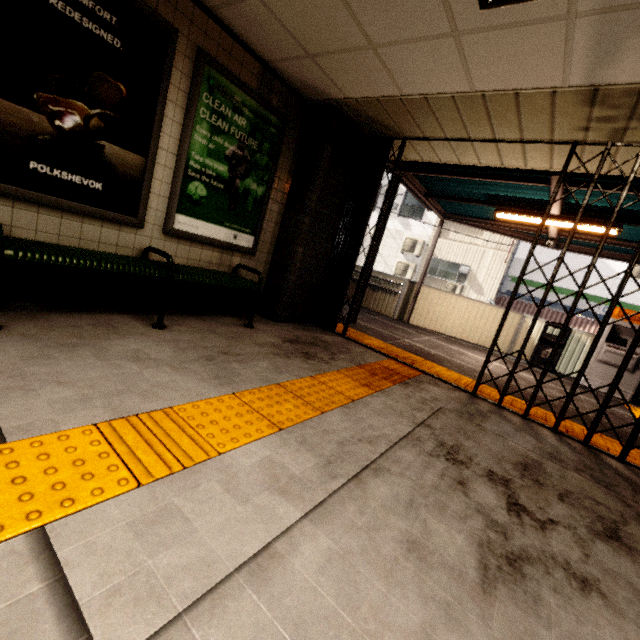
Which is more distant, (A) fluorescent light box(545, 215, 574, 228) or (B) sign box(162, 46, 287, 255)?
(A) fluorescent light box(545, 215, 574, 228)

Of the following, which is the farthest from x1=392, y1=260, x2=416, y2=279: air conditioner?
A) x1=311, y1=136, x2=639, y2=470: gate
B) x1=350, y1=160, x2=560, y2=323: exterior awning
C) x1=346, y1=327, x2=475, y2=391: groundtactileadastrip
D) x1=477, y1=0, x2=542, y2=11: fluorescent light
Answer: x1=477, y1=0, x2=542, y2=11: fluorescent light

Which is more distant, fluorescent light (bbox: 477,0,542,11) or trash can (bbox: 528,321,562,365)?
trash can (bbox: 528,321,562,365)

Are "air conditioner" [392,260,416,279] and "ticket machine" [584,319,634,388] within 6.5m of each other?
no

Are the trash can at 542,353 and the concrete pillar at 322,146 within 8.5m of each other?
yes

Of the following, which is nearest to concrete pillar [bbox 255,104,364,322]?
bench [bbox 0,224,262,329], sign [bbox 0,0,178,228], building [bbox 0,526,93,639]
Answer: bench [bbox 0,224,262,329]

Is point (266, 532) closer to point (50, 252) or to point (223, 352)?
point (223, 352)

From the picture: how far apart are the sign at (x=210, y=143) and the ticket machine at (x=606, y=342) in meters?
7.8
